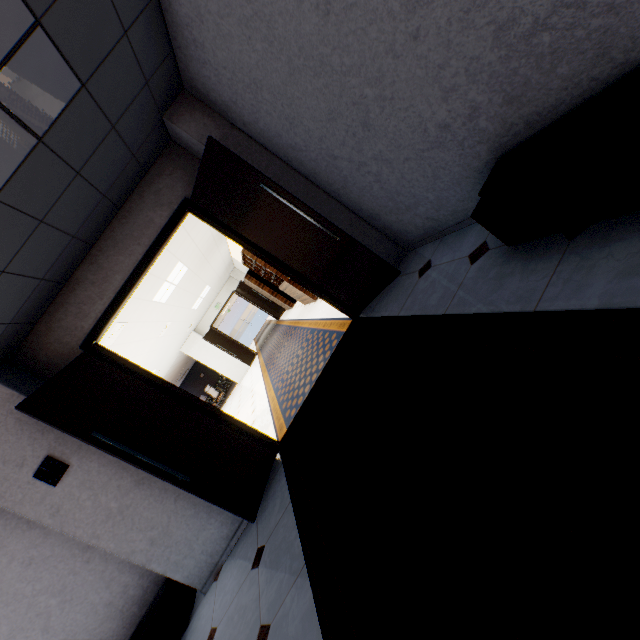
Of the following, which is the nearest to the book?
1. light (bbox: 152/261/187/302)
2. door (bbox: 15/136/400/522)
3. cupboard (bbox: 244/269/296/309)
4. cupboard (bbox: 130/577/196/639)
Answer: light (bbox: 152/261/187/302)

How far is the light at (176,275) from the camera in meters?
6.6 m

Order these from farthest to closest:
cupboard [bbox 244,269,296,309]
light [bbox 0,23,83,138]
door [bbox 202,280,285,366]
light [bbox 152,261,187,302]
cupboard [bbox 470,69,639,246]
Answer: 1. door [bbox 202,280,285,366]
2. cupboard [bbox 244,269,296,309]
3. light [bbox 152,261,187,302]
4. light [bbox 0,23,83,138]
5. cupboard [bbox 470,69,639,246]

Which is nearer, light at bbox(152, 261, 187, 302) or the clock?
the clock

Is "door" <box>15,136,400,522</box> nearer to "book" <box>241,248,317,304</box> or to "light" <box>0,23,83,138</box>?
"light" <box>0,23,83,138</box>

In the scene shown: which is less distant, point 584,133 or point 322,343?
point 584,133

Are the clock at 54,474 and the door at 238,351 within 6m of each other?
no

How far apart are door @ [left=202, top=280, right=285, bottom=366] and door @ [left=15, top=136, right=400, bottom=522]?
10.6 meters
